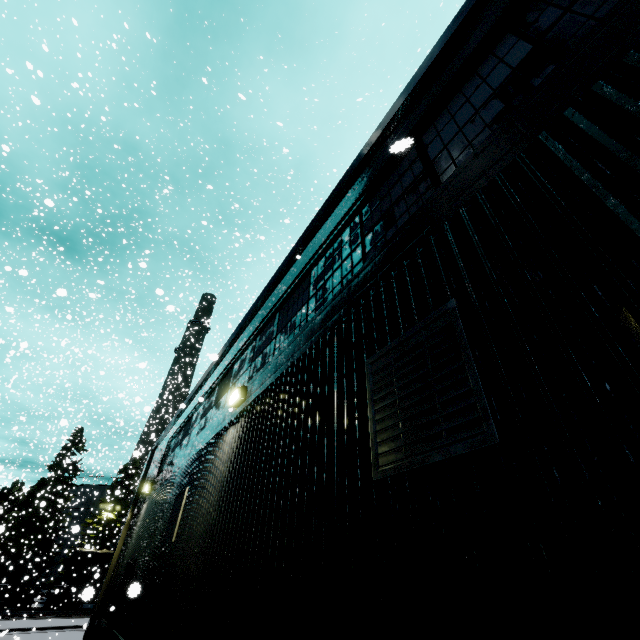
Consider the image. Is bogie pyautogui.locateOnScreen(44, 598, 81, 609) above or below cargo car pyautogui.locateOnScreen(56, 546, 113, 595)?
below

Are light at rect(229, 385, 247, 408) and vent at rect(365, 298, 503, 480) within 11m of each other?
yes

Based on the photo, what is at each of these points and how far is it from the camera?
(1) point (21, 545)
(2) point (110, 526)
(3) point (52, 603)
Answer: (1) tree, 37.8m
(2) tree, 40.4m
(3) bogie, 31.1m

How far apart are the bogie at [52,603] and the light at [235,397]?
43.4m

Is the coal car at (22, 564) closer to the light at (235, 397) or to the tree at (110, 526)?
the tree at (110, 526)

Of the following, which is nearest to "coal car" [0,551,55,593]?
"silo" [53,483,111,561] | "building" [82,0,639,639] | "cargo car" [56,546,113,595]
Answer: "cargo car" [56,546,113,595]

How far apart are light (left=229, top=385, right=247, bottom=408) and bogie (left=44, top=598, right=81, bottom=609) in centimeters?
4339cm

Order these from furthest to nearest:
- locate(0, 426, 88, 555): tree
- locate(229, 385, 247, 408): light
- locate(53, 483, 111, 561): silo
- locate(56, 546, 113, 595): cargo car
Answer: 1. locate(53, 483, 111, 561): silo
2. locate(0, 426, 88, 555): tree
3. locate(56, 546, 113, 595): cargo car
4. locate(229, 385, 247, 408): light
